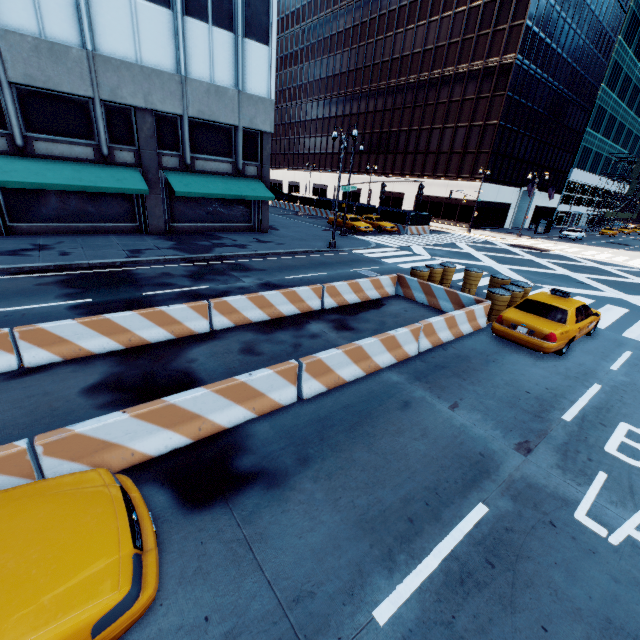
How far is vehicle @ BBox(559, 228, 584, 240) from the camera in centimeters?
4409cm

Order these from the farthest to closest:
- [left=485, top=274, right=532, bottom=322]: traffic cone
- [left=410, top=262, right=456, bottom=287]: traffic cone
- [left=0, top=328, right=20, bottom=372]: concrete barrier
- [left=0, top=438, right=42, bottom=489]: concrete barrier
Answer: [left=410, top=262, right=456, bottom=287]: traffic cone < [left=485, top=274, right=532, bottom=322]: traffic cone < [left=0, top=328, right=20, bottom=372]: concrete barrier < [left=0, top=438, right=42, bottom=489]: concrete barrier

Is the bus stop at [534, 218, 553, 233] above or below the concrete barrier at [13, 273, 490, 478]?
above

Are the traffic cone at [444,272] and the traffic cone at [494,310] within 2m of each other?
no

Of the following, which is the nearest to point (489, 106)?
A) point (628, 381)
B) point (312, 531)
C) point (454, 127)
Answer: point (454, 127)

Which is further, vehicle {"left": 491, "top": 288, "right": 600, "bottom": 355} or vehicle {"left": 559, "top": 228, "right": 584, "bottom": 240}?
vehicle {"left": 559, "top": 228, "right": 584, "bottom": 240}

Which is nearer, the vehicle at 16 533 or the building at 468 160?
the vehicle at 16 533

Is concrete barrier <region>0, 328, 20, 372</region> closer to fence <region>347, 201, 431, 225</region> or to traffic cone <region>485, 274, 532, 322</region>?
traffic cone <region>485, 274, 532, 322</region>
